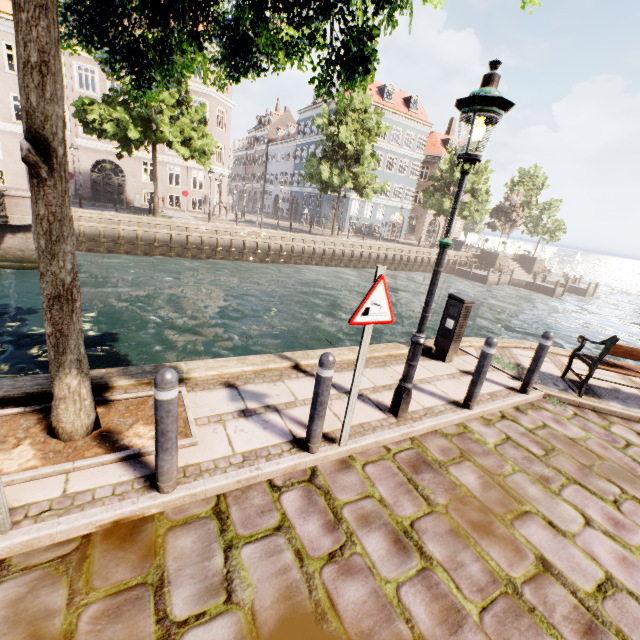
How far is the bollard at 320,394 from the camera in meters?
3.0

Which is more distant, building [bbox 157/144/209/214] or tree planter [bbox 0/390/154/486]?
building [bbox 157/144/209/214]

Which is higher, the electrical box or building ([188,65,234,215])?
building ([188,65,234,215])

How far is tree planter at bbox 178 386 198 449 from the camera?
3.1m

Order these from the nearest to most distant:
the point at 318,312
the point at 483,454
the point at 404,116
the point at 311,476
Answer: the point at 311,476, the point at 483,454, the point at 318,312, the point at 404,116

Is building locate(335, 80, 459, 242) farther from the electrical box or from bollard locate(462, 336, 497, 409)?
bollard locate(462, 336, 497, 409)

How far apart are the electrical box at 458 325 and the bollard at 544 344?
1.2m

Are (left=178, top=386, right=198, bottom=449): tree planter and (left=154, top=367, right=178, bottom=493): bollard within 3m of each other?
yes
